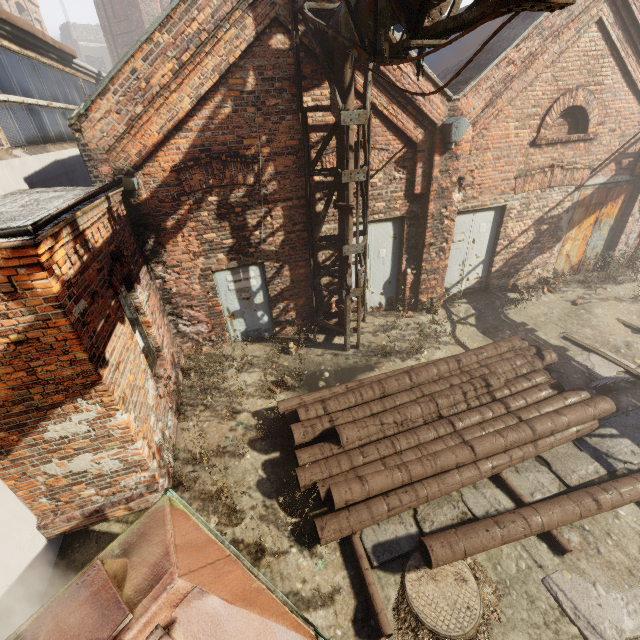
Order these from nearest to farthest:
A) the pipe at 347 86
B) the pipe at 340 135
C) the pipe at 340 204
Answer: the pipe at 347 86
the pipe at 340 135
the pipe at 340 204

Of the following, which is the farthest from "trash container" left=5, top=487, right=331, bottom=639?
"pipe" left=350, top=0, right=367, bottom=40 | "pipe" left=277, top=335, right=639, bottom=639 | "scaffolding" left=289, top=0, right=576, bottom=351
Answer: "pipe" left=350, top=0, right=367, bottom=40

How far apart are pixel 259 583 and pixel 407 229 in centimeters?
720cm

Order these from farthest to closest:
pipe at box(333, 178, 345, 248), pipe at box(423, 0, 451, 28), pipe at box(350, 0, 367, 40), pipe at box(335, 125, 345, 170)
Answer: pipe at box(333, 178, 345, 248), pipe at box(335, 125, 345, 170), pipe at box(350, 0, 367, 40), pipe at box(423, 0, 451, 28)

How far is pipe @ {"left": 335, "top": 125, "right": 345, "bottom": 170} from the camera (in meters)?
5.75

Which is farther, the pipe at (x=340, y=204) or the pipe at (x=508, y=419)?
the pipe at (x=340, y=204)
